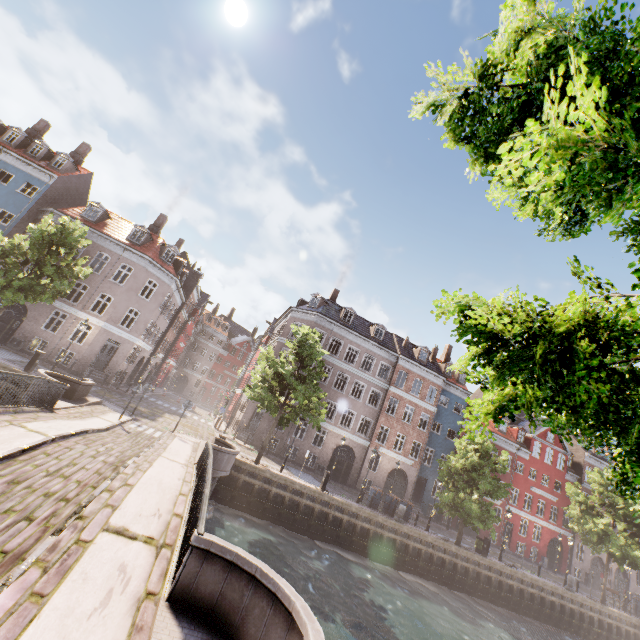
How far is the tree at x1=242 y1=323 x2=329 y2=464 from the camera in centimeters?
1967cm

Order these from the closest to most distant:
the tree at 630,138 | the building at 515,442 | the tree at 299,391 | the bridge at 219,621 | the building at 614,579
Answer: the tree at 630,138 → the bridge at 219,621 → the tree at 299,391 → the building at 515,442 → the building at 614,579

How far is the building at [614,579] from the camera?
37.1m

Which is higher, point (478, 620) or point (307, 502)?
point (307, 502)

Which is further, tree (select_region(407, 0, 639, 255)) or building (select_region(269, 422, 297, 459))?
building (select_region(269, 422, 297, 459))

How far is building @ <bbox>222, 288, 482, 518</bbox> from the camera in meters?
30.6

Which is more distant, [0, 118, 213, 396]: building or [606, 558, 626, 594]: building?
[606, 558, 626, 594]: building
